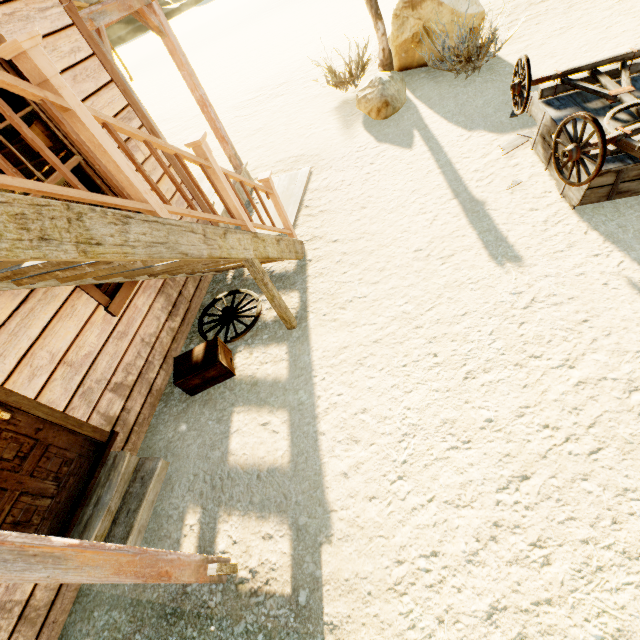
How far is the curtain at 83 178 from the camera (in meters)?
3.58

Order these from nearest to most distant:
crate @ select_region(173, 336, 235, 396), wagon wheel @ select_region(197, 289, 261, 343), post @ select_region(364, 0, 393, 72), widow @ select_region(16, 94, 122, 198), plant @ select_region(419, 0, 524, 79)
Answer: widow @ select_region(16, 94, 122, 198) < crate @ select_region(173, 336, 235, 396) < wagon wheel @ select_region(197, 289, 261, 343) < plant @ select_region(419, 0, 524, 79) < post @ select_region(364, 0, 393, 72)

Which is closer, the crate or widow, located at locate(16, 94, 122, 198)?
widow, located at locate(16, 94, 122, 198)

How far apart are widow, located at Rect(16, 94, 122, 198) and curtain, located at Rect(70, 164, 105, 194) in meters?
0.0 m

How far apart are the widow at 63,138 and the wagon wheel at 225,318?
1.00m

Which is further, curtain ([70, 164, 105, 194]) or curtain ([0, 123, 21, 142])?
curtain ([70, 164, 105, 194])

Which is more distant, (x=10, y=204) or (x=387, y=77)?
(x=387, y=77)

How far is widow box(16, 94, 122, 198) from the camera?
3.10m
